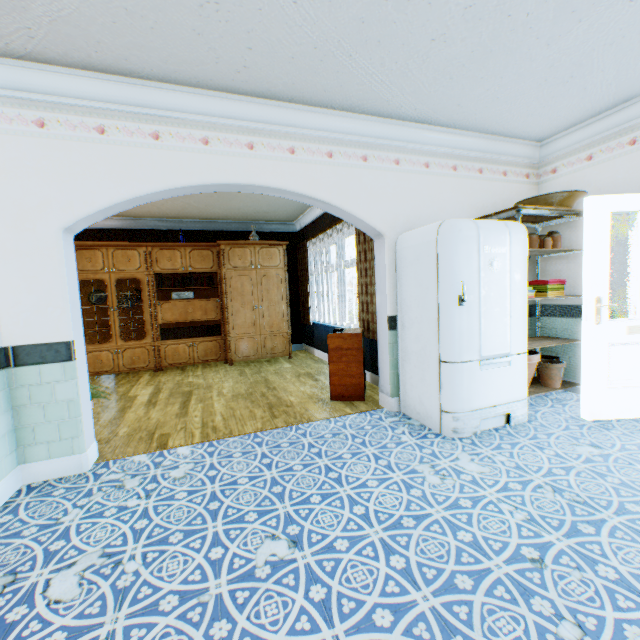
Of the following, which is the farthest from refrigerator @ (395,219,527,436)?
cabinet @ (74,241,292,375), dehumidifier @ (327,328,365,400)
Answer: cabinet @ (74,241,292,375)

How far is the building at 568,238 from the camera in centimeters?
387cm

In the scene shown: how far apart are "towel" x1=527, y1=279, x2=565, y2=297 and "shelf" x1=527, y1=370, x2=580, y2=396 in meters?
0.1

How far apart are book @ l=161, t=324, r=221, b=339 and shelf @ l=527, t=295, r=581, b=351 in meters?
5.3

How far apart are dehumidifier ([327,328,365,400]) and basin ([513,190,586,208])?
2.43m

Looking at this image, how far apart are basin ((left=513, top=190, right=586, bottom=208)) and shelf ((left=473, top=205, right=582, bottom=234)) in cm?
6

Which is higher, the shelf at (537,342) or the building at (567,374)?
the shelf at (537,342)

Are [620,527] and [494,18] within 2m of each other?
no
